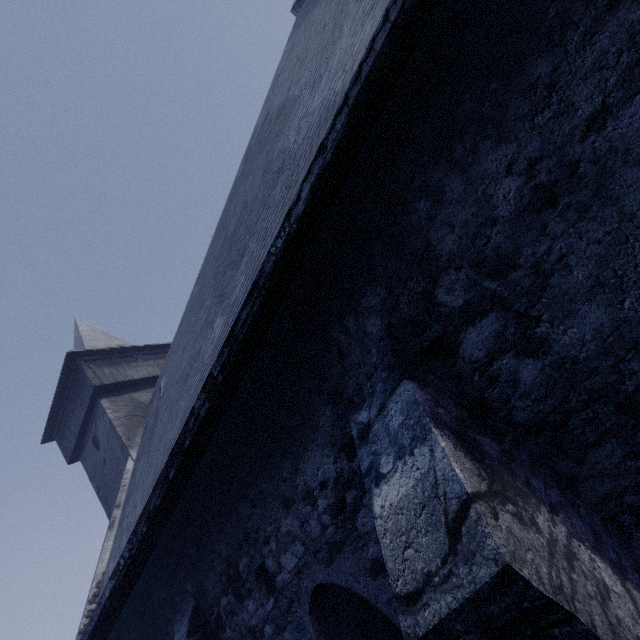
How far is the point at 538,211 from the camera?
2.0m
